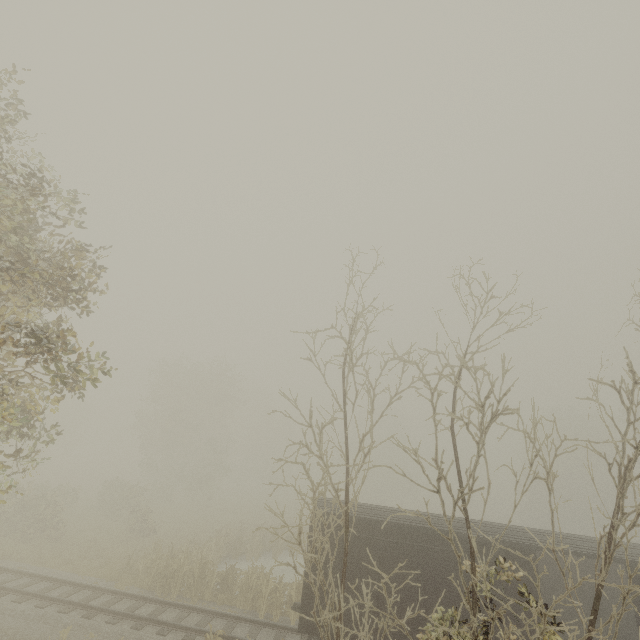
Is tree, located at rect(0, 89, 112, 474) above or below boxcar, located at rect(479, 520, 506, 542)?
above

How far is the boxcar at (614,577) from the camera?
10.64m

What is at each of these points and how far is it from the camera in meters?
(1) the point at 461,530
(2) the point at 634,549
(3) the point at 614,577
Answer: (1) boxcar, 11.7 m
(2) boxcar, 11.5 m
(3) boxcar, 13.1 m

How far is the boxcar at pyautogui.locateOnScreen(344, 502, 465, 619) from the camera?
10.91m

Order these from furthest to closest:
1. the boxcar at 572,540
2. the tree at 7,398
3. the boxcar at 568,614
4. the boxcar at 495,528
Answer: the boxcar at 568,614
the boxcar at 495,528
the boxcar at 572,540
the tree at 7,398

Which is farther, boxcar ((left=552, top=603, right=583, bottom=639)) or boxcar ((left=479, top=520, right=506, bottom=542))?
boxcar ((left=552, top=603, right=583, bottom=639))
